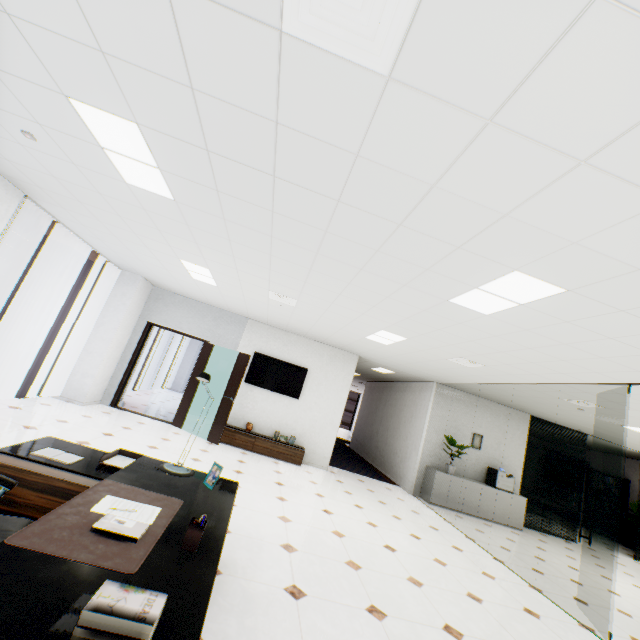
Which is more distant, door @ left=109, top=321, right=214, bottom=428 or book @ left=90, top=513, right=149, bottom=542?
door @ left=109, top=321, right=214, bottom=428

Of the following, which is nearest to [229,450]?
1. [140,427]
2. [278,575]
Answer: [140,427]

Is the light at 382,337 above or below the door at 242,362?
above

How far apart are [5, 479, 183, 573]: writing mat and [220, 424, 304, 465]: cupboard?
5.65m

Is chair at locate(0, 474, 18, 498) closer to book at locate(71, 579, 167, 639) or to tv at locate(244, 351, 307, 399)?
book at locate(71, 579, 167, 639)

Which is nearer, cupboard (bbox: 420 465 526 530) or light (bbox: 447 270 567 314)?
light (bbox: 447 270 567 314)

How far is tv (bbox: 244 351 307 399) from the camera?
8.0 meters

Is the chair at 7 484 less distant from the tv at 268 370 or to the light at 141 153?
the light at 141 153
